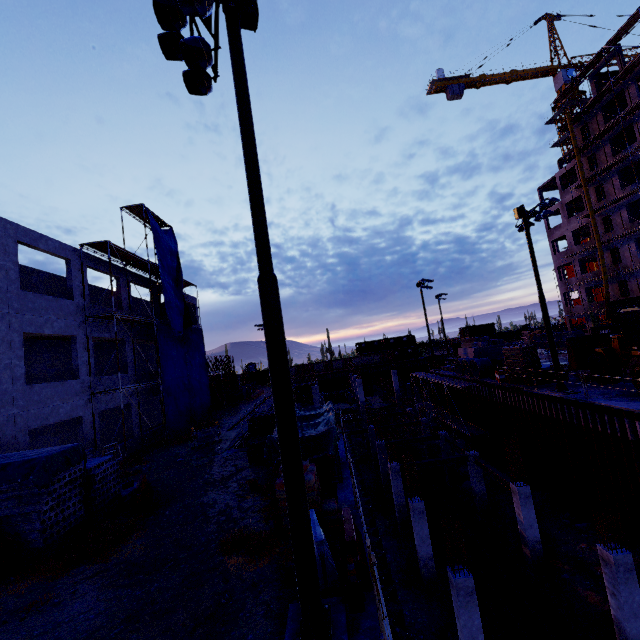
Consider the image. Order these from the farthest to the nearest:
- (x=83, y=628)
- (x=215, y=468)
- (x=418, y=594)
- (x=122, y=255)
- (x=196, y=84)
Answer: (x=122, y=255) → (x=418, y=594) → (x=215, y=468) → (x=196, y=84) → (x=83, y=628)

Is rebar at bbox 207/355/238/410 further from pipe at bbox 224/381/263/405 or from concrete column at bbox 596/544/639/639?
concrete column at bbox 596/544/639/639

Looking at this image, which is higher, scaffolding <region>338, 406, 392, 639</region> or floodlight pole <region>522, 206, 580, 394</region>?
scaffolding <region>338, 406, 392, 639</region>

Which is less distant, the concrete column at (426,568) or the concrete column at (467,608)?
the concrete column at (467,608)

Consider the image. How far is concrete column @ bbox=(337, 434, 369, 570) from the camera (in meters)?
7.92

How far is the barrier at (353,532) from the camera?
5.80m

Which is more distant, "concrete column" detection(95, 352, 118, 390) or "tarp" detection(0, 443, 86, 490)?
"concrete column" detection(95, 352, 118, 390)

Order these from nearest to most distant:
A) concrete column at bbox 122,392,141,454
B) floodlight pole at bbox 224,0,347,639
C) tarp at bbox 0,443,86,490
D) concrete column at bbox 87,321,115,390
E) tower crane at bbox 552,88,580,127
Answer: floodlight pole at bbox 224,0,347,639
tarp at bbox 0,443,86,490
concrete column at bbox 87,321,115,390
concrete column at bbox 122,392,141,454
tower crane at bbox 552,88,580,127
